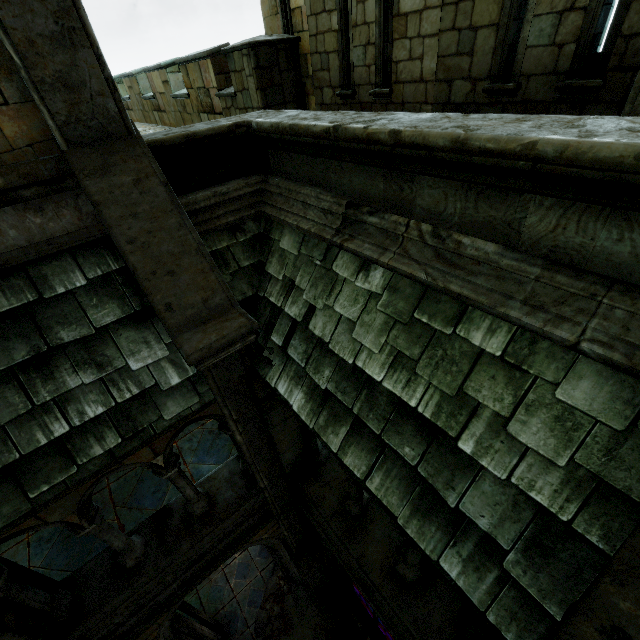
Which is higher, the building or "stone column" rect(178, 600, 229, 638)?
the building

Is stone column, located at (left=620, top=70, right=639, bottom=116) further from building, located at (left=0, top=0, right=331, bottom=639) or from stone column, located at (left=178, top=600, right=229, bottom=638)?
stone column, located at (left=178, top=600, right=229, bottom=638)

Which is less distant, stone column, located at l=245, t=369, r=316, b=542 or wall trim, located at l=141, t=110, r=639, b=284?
wall trim, located at l=141, t=110, r=639, b=284

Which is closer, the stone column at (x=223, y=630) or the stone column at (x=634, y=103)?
the stone column at (x=634, y=103)

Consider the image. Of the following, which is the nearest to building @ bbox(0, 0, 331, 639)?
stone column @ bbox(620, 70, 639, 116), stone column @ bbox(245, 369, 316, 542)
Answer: stone column @ bbox(245, 369, 316, 542)

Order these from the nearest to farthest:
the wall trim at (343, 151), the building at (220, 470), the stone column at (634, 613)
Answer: the stone column at (634, 613) < the wall trim at (343, 151) < the building at (220, 470)

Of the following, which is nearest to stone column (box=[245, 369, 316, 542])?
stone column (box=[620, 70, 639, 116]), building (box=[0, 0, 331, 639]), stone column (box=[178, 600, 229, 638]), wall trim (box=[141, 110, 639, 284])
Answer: building (box=[0, 0, 331, 639])

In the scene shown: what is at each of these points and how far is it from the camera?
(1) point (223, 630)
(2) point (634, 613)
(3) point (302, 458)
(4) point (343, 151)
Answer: (1) stone column, 8.3 meters
(2) stone column, 1.2 meters
(3) stone column, 5.1 meters
(4) wall trim, 3.0 meters
